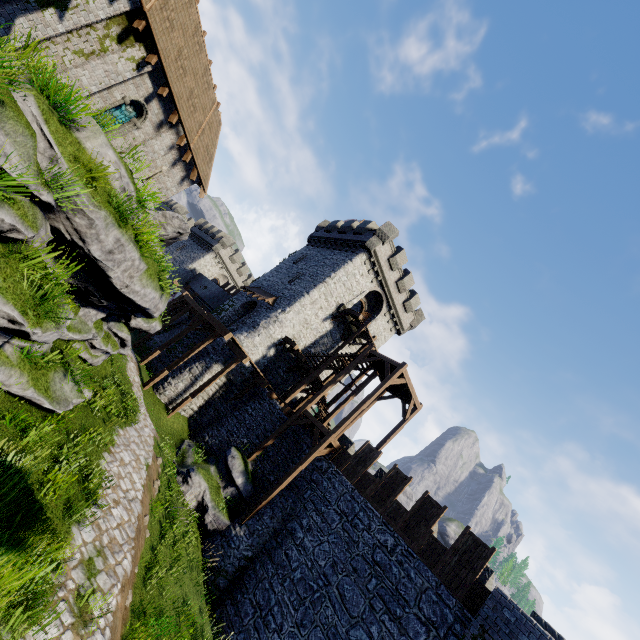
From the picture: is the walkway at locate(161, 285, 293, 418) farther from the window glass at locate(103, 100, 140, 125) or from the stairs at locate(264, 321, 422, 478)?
the window glass at locate(103, 100, 140, 125)

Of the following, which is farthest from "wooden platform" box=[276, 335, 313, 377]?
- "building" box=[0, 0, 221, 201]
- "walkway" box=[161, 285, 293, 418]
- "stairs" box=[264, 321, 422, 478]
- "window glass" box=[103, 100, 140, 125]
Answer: "window glass" box=[103, 100, 140, 125]

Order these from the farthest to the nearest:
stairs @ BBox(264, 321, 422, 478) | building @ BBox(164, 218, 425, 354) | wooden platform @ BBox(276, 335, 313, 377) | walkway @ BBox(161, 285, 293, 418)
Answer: building @ BBox(164, 218, 425, 354) < wooden platform @ BBox(276, 335, 313, 377) < walkway @ BBox(161, 285, 293, 418) < stairs @ BBox(264, 321, 422, 478)

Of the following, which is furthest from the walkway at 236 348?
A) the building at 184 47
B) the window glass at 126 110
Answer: the window glass at 126 110

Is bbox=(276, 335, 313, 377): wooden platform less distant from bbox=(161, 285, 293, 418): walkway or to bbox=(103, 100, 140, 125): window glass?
bbox=(161, 285, 293, 418): walkway

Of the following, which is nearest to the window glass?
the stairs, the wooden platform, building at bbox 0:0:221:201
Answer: building at bbox 0:0:221:201

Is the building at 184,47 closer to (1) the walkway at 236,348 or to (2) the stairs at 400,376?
(1) the walkway at 236,348

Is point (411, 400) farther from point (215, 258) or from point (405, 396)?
point (215, 258)
